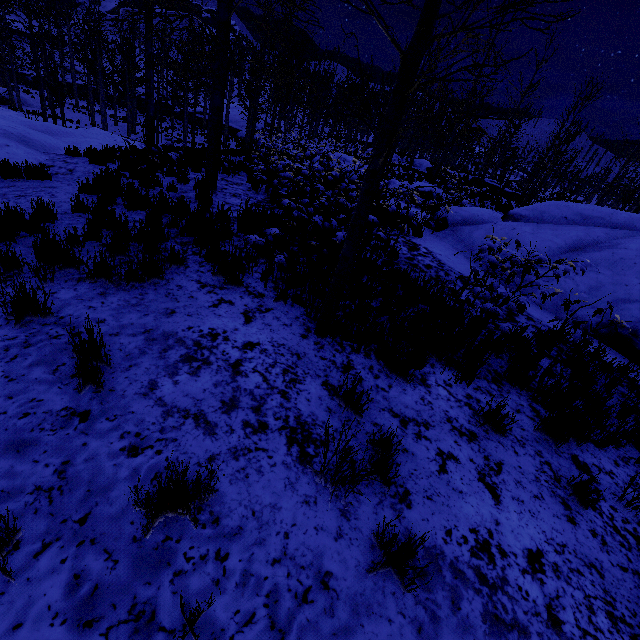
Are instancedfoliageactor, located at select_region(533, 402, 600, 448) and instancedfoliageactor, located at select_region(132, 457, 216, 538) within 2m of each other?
no

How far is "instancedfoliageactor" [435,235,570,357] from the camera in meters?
4.4

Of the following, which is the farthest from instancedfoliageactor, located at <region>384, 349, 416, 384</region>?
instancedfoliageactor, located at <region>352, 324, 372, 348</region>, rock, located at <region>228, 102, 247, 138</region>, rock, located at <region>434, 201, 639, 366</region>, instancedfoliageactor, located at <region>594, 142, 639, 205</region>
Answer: rock, located at <region>228, 102, 247, 138</region>

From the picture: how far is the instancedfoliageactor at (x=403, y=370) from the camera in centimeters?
345cm

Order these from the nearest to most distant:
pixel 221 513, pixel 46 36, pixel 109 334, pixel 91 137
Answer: pixel 221 513 < pixel 109 334 < pixel 91 137 < pixel 46 36

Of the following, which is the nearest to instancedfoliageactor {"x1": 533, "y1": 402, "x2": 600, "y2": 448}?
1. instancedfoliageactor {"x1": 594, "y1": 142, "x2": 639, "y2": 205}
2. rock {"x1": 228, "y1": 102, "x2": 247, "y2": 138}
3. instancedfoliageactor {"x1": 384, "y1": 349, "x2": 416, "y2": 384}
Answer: instancedfoliageactor {"x1": 384, "y1": 349, "x2": 416, "y2": 384}

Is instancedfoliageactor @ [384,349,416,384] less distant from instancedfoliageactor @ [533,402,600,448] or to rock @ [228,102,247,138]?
instancedfoliageactor @ [533,402,600,448]

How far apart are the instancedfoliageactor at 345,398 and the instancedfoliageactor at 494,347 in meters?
1.9
